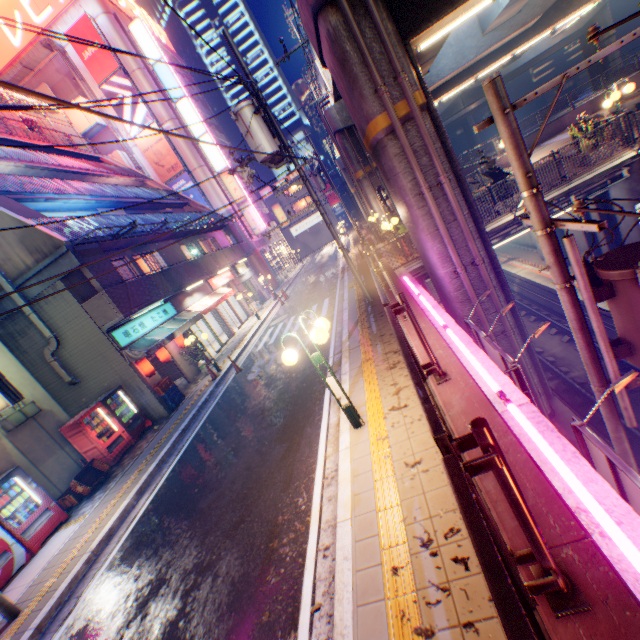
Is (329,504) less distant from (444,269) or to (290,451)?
(290,451)

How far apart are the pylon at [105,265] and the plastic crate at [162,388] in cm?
365

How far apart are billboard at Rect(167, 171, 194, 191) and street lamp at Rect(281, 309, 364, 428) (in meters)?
28.58

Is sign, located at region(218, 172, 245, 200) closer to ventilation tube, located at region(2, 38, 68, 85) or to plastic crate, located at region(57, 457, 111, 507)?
ventilation tube, located at region(2, 38, 68, 85)

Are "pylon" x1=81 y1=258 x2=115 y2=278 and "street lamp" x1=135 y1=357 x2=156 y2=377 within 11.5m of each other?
yes

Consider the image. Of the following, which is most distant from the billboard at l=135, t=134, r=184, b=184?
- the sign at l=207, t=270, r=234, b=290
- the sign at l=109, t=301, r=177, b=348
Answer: the sign at l=109, t=301, r=177, b=348

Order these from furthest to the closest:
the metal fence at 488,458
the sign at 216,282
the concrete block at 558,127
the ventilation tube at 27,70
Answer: the ventilation tube at 27,70 < the concrete block at 558,127 < the sign at 216,282 < the metal fence at 488,458

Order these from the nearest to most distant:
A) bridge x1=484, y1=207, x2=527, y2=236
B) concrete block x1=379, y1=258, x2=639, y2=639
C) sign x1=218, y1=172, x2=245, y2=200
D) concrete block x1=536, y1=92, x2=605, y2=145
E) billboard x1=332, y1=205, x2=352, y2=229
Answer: concrete block x1=379, y1=258, x2=639, y2=639 → bridge x1=484, y1=207, x2=527, y2=236 → concrete block x1=536, y1=92, x2=605, y2=145 → sign x1=218, y1=172, x2=245, y2=200 → billboard x1=332, y1=205, x2=352, y2=229
